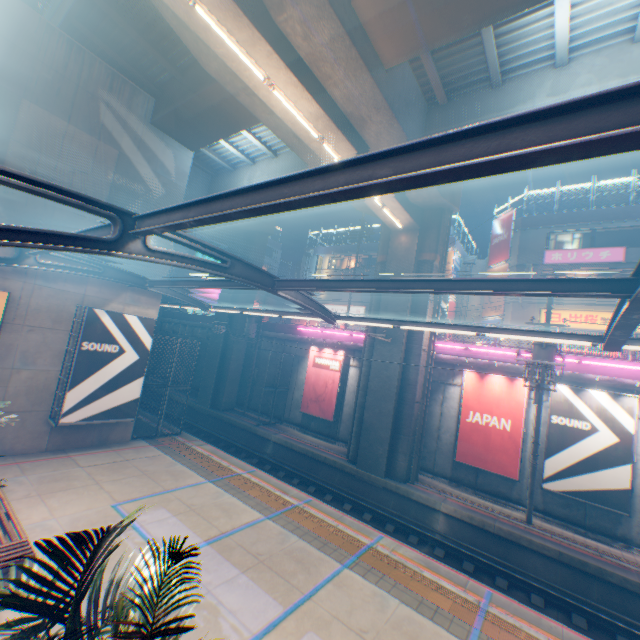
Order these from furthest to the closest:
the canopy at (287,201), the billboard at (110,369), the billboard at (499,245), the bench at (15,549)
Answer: the billboard at (499,245)
the billboard at (110,369)
the bench at (15,549)
the canopy at (287,201)

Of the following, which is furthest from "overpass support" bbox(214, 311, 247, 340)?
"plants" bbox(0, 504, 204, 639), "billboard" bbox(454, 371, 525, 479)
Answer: "plants" bbox(0, 504, 204, 639)

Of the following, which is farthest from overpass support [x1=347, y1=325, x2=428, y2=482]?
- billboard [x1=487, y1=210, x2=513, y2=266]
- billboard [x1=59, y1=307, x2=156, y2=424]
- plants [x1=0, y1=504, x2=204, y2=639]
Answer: billboard [x1=487, y1=210, x2=513, y2=266]

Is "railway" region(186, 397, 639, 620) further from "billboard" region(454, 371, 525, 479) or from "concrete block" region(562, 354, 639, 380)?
"concrete block" region(562, 354, 639, 380)

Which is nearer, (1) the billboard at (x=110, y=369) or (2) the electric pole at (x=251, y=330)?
(1) the billboard at (x=110, y=369)

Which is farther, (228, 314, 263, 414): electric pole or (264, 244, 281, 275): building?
(264, 244, 281, 275): building

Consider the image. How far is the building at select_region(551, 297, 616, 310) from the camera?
22.0m

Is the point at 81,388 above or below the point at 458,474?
above
